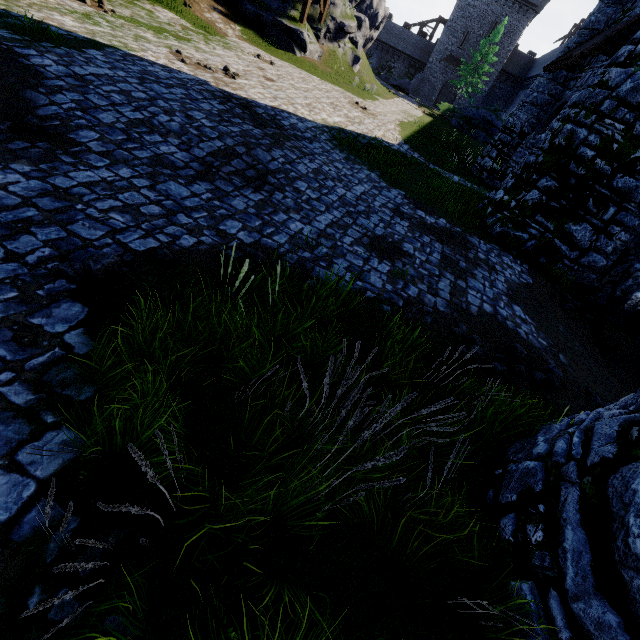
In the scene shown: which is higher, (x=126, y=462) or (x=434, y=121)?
(x=434, y=121)

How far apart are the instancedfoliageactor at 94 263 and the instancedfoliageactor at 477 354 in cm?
459

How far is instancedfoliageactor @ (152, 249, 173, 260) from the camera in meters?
3.8 m

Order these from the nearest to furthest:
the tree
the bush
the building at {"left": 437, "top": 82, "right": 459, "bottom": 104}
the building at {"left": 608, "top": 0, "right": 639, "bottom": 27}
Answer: the building at {"left": 608, "top": 0, "right": 639, "bottom": 27}
the tree
the bush
the building at {"left": 437, "top": 82, "right": 459, "bottom": 104}

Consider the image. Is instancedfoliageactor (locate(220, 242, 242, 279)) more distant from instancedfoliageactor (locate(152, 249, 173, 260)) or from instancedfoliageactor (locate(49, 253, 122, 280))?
instancedfoliageactor (locate(49, 253, 122, 280))

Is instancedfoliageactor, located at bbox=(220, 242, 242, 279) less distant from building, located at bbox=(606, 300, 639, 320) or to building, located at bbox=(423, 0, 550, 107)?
building, located at bbox=(606, 300, 639, 320)

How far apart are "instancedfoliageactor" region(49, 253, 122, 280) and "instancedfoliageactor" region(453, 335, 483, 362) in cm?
459

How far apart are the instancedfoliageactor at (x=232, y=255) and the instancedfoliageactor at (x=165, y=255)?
0.7 meters
